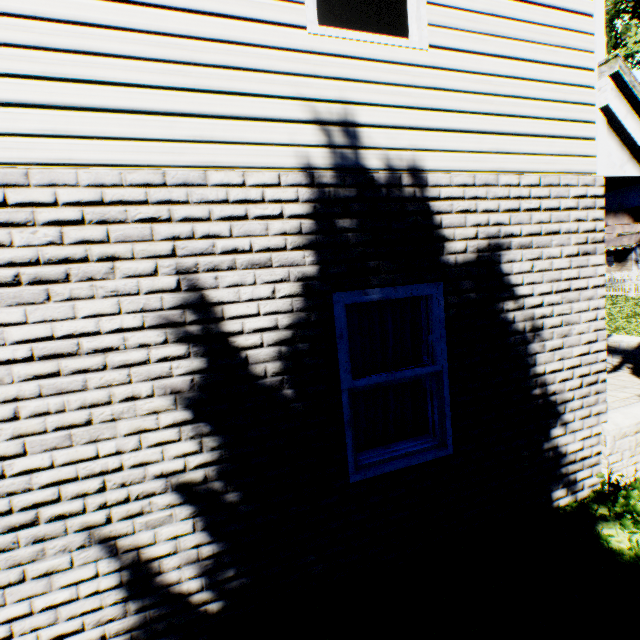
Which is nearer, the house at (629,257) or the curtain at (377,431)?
the curtain at (377,431)

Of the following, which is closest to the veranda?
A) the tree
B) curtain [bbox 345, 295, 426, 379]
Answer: curtain [bbox 345, 295, 426, 379]

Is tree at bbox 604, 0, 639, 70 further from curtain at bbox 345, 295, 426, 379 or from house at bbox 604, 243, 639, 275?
curtain at bbox 345, 295, 426, 379

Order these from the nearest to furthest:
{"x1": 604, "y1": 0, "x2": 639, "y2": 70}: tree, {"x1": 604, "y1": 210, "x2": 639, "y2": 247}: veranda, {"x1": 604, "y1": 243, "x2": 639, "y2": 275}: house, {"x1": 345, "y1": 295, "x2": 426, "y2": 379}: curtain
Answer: {"x1": 345, "y1": 295, "x2": 426, "y2": 379}: curtain, {"x1": 604, "y1": 210, "x2": 639, "y2": 247}: veranda, {"x1": 604, "y1": 0, "x2": 639, "y2": 70}: tree, {"x1": 604, "y1": 243, "x2": 639, "y2": 275}: house

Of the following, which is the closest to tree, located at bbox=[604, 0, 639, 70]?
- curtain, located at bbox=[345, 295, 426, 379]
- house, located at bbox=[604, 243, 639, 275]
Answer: house, located at bbox=[604, 243, 639, 275]

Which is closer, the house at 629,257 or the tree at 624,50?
the tree at 624,50

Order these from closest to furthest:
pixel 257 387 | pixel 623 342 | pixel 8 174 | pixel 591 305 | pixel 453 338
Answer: pixel 8 174 < pixel 257 387 < pixel 453 338 < pixel 591 305 < pixel 623 342

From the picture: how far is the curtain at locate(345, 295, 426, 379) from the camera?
3.00m
